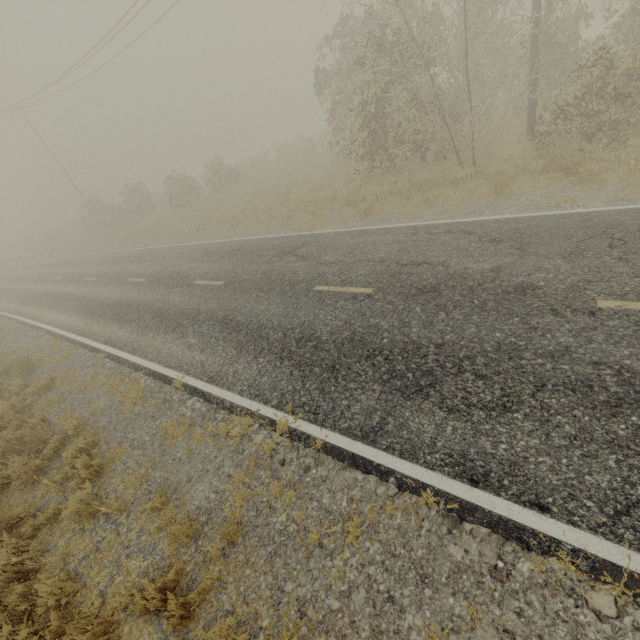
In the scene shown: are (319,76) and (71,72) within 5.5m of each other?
no
